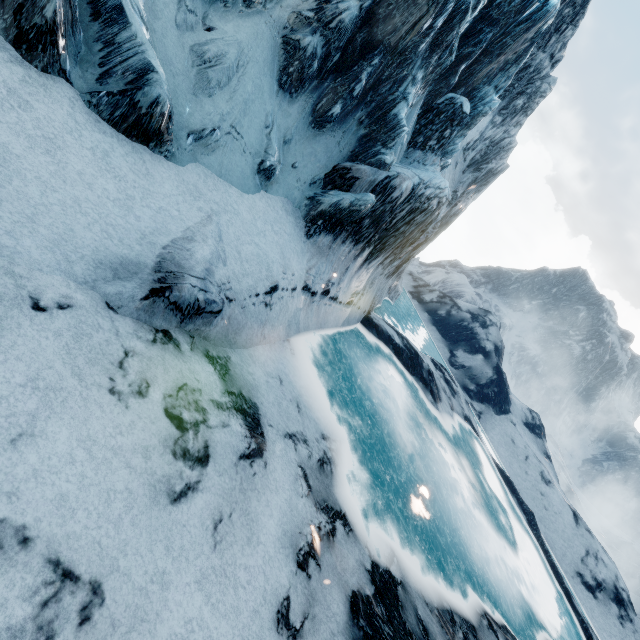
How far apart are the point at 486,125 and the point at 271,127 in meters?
19.4
